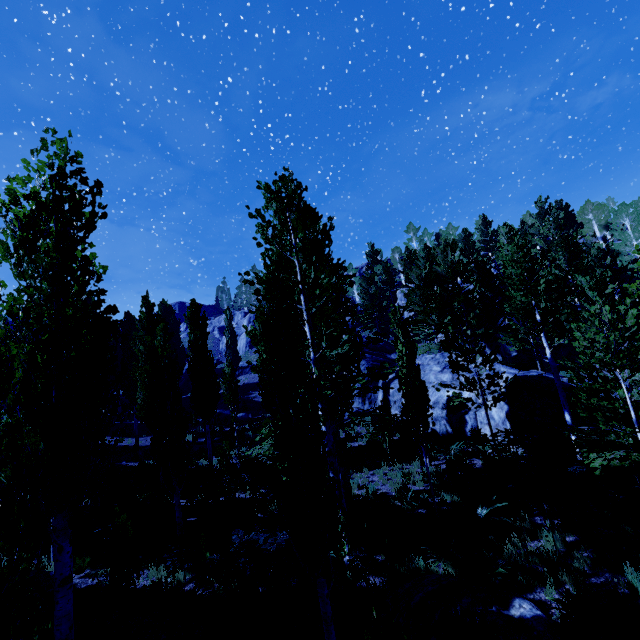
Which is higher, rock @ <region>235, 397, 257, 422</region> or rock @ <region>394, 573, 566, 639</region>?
rock @ <region>235, 397, 257, 422</region>

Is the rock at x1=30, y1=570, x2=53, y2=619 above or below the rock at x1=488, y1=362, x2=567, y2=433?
below

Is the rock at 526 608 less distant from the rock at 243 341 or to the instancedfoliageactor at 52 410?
the instancedfoliageactor at 52 410

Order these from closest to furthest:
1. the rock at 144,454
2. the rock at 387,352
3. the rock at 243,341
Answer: the rock at 144,454
the rock at 387,352
the rock at 243,341

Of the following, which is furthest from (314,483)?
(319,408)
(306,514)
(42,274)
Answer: (42,274)

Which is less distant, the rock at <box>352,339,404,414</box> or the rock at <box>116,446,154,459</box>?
the rock at <box>116,446,154,459</box>

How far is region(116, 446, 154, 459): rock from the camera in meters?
21.8
